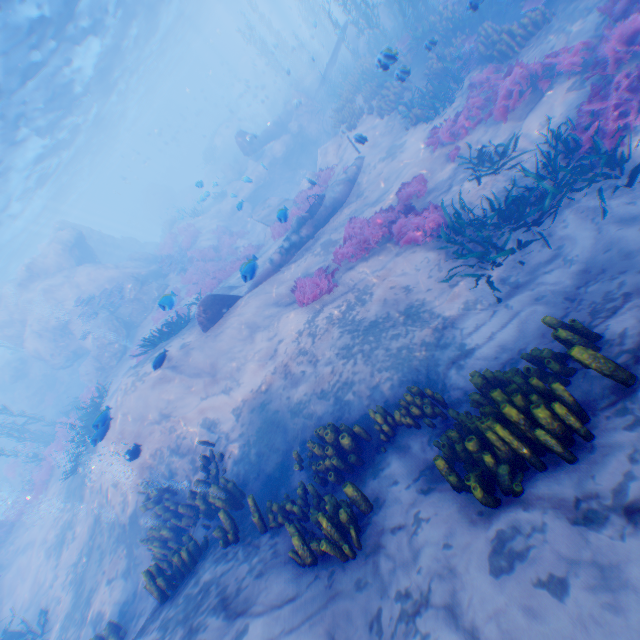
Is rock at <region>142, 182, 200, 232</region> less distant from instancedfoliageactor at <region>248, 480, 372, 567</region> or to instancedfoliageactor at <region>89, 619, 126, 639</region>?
instancedfoliageactor at <region>248, 480, 372, 567</region>

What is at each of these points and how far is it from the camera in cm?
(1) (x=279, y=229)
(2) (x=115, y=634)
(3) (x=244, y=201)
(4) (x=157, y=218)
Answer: (1) instancedfoliageactor, 1596
(2) instancedfoliageactor, 707
(3) rock, 2620
(4) rock, 4672

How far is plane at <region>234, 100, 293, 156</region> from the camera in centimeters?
2384cm

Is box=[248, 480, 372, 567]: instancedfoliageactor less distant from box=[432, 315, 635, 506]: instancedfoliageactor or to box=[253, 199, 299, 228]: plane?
box=[432, 315, 635, 506]: instancedfoliageactor

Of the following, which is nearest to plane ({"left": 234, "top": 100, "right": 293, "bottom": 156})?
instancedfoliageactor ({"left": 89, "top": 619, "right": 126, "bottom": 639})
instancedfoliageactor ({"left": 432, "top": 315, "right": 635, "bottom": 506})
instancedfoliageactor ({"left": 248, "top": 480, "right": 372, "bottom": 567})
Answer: instancedfoliageactor ({"left": 248, "top": 480, "right": 372, "bottom": 567})

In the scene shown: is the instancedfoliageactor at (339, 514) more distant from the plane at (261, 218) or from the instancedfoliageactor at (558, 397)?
the plane at (261, 218)

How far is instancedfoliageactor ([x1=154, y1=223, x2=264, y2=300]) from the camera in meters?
Answer: 16.8

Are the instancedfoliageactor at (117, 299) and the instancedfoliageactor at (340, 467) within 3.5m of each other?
no
